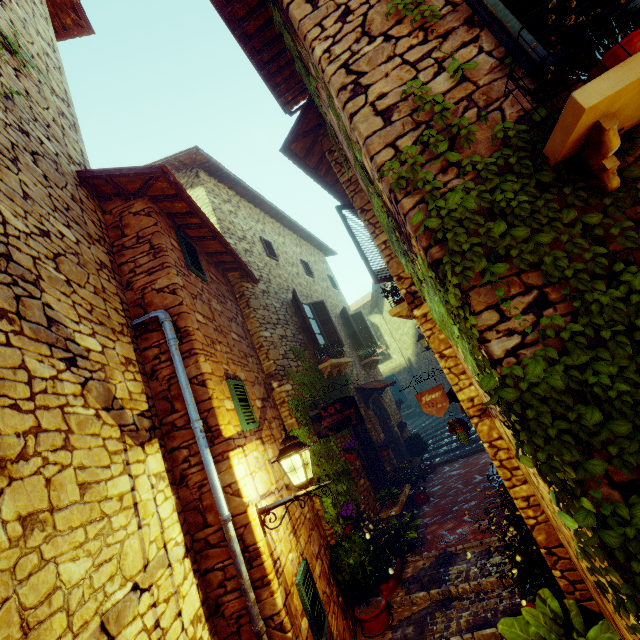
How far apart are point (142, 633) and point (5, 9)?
6.7m

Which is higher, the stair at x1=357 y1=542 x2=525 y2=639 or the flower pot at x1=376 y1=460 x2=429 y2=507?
the flower pot at x1=376 y1=460 x2=429 y2=507

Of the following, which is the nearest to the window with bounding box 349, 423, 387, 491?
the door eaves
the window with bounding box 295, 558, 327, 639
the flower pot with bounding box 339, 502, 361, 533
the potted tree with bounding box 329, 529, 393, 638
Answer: the door eaves

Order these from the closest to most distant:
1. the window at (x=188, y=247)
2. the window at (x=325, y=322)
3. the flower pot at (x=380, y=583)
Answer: the window at (x=188, y=247), the flower pot at (x=380, y=583), the window at (x=325, y=322)

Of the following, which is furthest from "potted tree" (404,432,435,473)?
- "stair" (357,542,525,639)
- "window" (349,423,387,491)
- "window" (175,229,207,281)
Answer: "window" (175,229,207,281)

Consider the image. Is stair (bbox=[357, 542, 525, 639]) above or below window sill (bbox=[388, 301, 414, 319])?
below

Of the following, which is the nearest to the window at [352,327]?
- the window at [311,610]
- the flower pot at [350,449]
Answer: the flower pot at [350,449]

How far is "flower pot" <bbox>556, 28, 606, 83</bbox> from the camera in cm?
151
